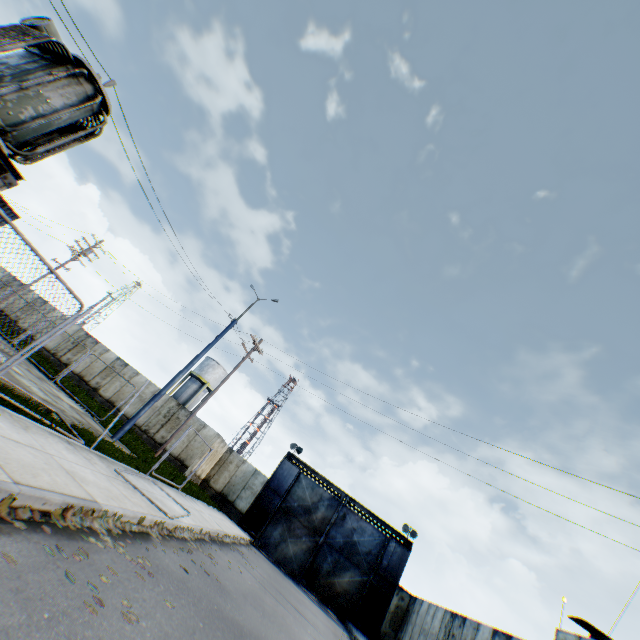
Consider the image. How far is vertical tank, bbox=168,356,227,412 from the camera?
43.2 meters

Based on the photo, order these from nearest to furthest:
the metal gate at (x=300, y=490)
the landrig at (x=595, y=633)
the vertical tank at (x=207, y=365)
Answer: the landrig at (x=595, y=633), the metal gate at (x=300, y=490), the vertical tank at (x=207, y=365)

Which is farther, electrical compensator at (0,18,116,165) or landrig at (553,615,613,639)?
landrig at (553,615,613,639)

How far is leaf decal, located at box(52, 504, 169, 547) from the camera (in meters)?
4.36

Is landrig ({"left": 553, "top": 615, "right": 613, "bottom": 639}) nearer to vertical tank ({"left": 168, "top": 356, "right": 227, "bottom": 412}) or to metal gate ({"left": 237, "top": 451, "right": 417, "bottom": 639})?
metal gate ({"left": 237, "top": 451, "right": 417, "bottom": 639})

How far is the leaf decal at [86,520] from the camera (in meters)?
4.36

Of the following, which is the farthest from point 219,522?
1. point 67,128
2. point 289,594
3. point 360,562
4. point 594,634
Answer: point 594,634

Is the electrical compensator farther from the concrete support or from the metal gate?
the metal gate
